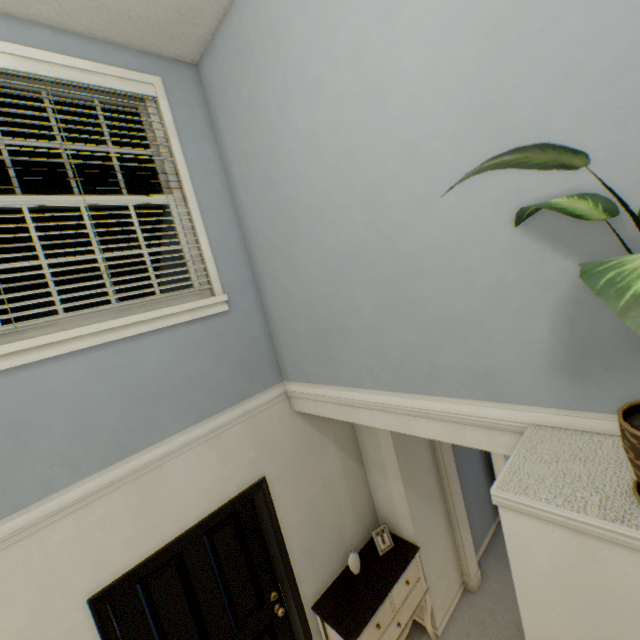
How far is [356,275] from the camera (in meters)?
1.77

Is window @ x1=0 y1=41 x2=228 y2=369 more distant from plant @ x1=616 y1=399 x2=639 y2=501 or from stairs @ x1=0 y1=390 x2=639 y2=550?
plant @ x1=616 y1=399 x2=639 y2=501

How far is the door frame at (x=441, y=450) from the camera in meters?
3.1

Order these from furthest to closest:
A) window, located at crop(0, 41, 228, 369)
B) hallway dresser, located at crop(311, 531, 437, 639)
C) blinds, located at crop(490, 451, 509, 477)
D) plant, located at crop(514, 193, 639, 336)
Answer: blinds, located at crop(490, 451, 509, 477)
hallway dresser, located at crop(311, 531, 437, 639)
window, located at crop(0, 41, 228, 369)
plant, located at crop(514, 193, 639, 336)

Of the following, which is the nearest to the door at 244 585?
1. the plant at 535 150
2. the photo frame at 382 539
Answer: the photo frame at 382 539

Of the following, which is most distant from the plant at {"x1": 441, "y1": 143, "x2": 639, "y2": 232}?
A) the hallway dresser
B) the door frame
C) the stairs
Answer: the hallway dresser

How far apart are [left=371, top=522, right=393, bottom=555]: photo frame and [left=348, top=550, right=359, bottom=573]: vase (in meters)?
0.21

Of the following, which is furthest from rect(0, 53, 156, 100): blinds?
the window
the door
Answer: the door
